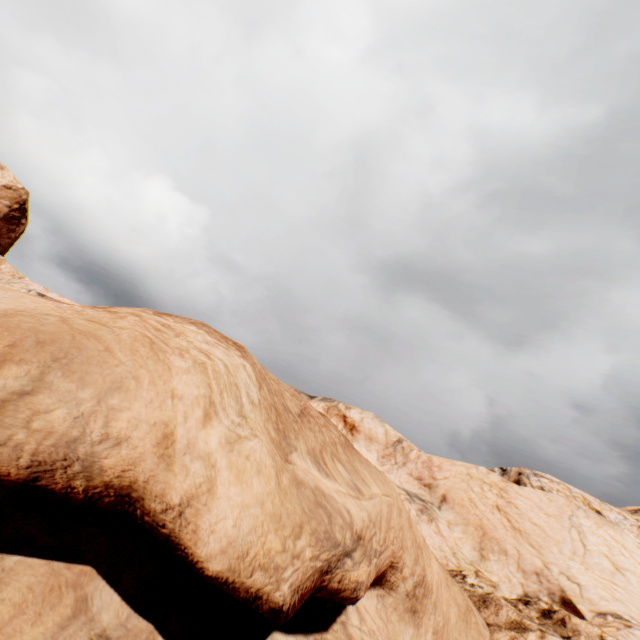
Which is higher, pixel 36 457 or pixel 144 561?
pixel 36 457
